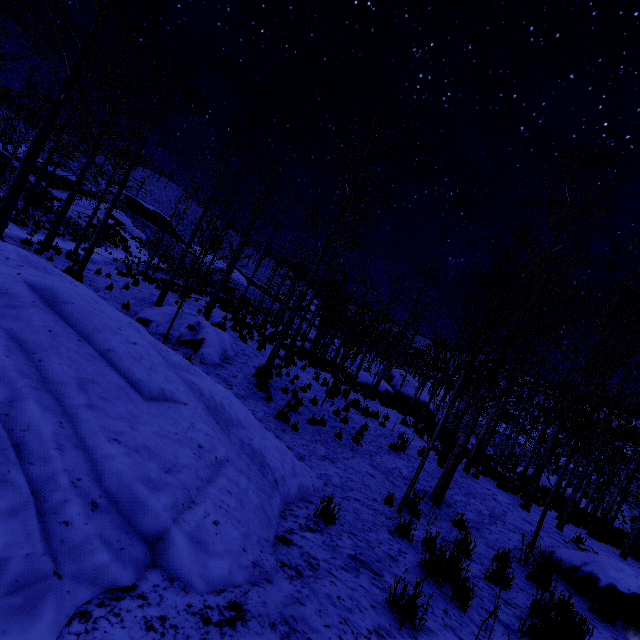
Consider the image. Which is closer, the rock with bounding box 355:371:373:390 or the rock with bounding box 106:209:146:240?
the rock with bounding box 355:371:373:390

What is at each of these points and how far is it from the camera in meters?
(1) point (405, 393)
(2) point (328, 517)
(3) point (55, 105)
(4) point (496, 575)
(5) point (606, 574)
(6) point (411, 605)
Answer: (1) rock, 34.5 m
(2) instancedfoliageactor, 4.1 m
(3) instancedfoliageactor, 6.6 m
(4) instancedfoliageactor, 4.6 m
(5) rock, 5.7 m
(6) instancedfoliageactor, 2.7 m

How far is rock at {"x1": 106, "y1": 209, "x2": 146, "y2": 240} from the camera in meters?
37.4 m

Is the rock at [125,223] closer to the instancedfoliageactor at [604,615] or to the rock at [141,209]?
the rock at [141,209]

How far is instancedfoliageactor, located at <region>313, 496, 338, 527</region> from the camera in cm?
406

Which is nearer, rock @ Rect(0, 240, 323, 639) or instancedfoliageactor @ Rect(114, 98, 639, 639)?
rock @ Rect(0, 240, 323, 639)

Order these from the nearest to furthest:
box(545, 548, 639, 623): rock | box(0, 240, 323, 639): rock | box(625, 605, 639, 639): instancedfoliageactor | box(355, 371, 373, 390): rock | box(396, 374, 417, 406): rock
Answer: box(0, 240, 323, 639): rock → box(625, 605, 639, 639): instancedfoliageactor → box(545, 548, 639, 623): rock → box(355, 371, 373, 390): rock → box(396, 374, 417, 406): rock

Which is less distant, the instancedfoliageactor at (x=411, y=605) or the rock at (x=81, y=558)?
the rock at (x=81, y=558)
